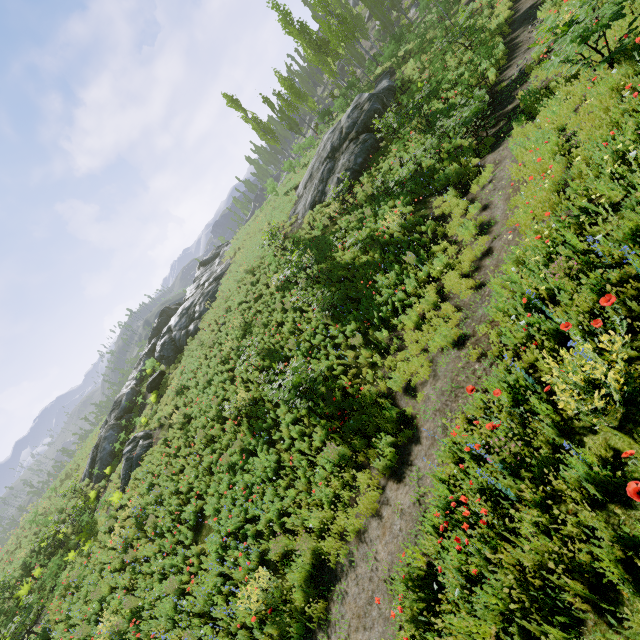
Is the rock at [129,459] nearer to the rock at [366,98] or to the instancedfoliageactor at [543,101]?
the instancedfoliageactor at [543,101]

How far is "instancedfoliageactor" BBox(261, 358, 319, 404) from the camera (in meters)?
8.67

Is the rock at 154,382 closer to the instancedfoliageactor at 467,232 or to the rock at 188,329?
the instancedfoliageactor at 467,232

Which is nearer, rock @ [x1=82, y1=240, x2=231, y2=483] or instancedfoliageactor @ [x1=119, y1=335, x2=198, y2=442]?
instancedfoliageactor @ [x1=119, y1=335, x2=198, y2=442]

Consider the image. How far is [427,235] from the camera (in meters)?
10.26

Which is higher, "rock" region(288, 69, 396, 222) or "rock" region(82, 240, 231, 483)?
"rock" region(82, 240, 231, 483)

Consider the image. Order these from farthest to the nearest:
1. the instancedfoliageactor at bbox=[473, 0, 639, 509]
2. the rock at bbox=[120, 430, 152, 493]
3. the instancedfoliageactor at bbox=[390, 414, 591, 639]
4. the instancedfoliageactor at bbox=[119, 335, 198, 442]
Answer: the instancedfoliageactor at bbox=[119, 335, 198, 442]
the rock at bbox=[120, 430, 152, 493]
the instancedfoliageactor at bbox=[473, 0, 639, 509]
the instancedfoliageactor at bbox=[390, 414, 591, 639]
